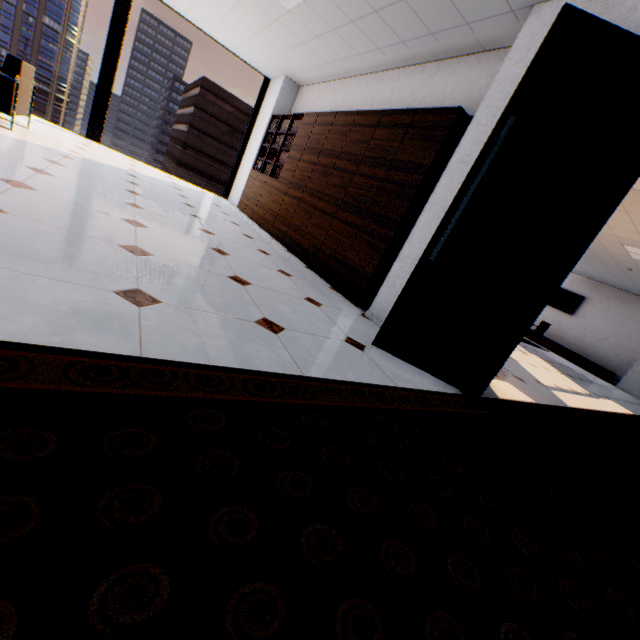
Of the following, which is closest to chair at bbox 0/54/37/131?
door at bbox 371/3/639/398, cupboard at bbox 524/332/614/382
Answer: door at bbox 371/3/639/398

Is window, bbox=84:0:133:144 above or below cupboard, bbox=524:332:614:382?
above

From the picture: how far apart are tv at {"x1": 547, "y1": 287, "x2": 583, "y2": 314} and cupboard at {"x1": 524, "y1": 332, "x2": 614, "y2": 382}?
1.2 meters

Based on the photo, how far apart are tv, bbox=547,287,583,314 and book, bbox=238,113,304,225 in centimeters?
1189cm

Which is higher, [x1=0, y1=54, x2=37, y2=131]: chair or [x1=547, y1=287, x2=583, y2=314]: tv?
[x1=547, y1=287, x2=583, y2=314]: tv

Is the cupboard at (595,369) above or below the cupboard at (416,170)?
below

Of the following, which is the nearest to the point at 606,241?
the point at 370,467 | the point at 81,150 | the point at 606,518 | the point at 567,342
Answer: the point at 567,342

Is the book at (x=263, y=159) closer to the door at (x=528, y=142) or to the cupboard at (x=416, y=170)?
the cupboard at (x=416, y=170)
